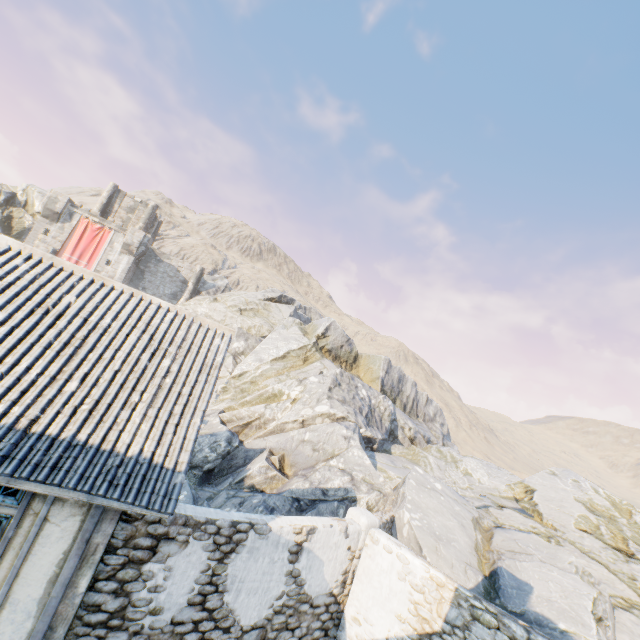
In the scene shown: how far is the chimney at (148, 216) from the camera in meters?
39.4 m

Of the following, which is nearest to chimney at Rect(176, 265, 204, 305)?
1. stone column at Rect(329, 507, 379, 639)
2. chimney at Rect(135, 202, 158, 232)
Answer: chimney at Rect(135, 202, 158, 232)

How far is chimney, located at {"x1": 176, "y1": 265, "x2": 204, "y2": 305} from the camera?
38.5 meters

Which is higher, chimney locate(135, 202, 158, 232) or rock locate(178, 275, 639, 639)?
chimney locate(135, 202, 158, 232)

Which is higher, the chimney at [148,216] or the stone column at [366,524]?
the chimney at [148,216]

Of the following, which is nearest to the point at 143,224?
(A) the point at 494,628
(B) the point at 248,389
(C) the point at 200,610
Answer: (B) the point at 248,389

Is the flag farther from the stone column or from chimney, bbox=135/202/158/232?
the stone column

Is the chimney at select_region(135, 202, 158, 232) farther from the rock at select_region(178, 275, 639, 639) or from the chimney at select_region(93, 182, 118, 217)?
the rock at select_region(178, 275, 639, 639)
